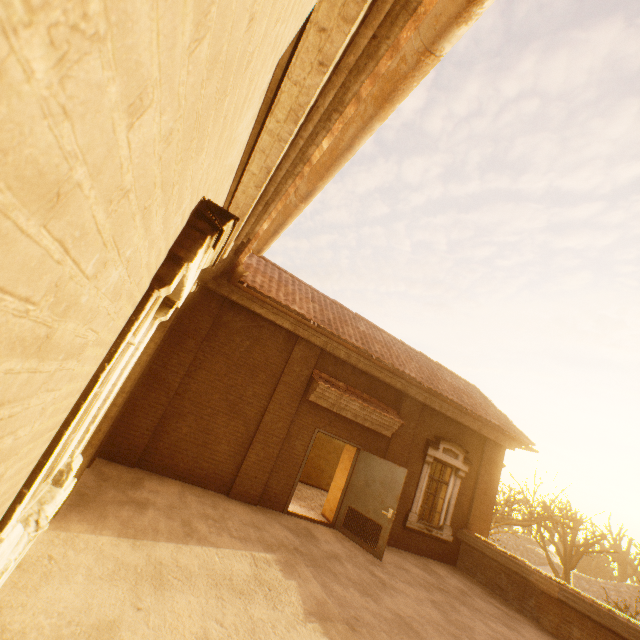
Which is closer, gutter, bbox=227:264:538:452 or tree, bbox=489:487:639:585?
gutter, bbox=227:264:538:452

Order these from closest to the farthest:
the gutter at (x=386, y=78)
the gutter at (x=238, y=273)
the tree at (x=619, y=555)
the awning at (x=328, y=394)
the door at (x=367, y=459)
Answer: the gutter at (x=386, y=78), the gutter at (x=238, y=273), the door at (x=367, y=459), the awning at (x=328, y=394), the tree at (x=619, y=555)

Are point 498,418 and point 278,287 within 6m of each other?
no

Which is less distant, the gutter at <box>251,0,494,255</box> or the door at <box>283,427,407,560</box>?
the gutter at <box>251,0,494,255</box>

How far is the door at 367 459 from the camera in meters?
7.8 m

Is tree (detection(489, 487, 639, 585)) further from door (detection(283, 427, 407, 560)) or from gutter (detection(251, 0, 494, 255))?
door (detection(283, 427, 407, 560))

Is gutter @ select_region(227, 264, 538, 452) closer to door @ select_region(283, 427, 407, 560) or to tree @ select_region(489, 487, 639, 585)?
door @ select_region(283, 427, 407, 560)

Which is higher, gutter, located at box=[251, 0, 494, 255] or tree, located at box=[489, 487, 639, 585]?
gutter, located at box=[251, 0, 494, 255]
